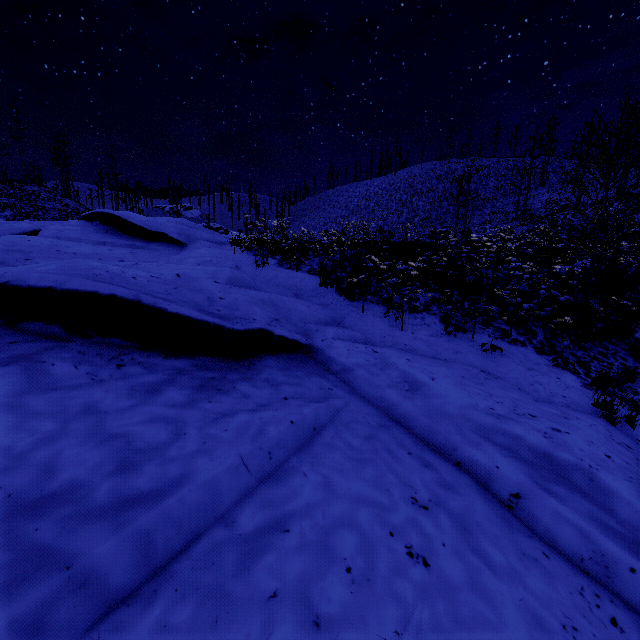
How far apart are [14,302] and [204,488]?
3.9m
